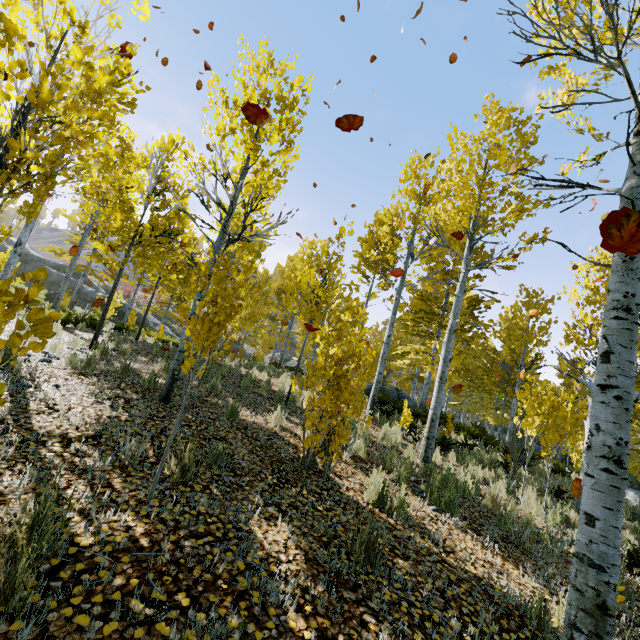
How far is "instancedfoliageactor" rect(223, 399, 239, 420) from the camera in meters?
5.6 m

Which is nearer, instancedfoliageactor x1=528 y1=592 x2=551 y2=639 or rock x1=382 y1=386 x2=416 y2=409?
instancedfoliageactor x1=528 y1=592 x2=551 y2=639

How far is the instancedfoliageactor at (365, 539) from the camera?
2.90m

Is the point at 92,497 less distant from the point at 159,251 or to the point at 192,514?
the point at 192,514

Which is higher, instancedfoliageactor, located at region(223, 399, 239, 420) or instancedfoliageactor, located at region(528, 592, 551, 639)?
instancedfoliageactor, located at region(223, 399, 239, 420)

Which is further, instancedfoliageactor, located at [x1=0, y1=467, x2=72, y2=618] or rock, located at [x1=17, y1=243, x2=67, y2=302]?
rock, located at [x1=17, y1=243, x2=67, y2=302]

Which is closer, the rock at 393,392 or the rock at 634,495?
the rock at 634,495
